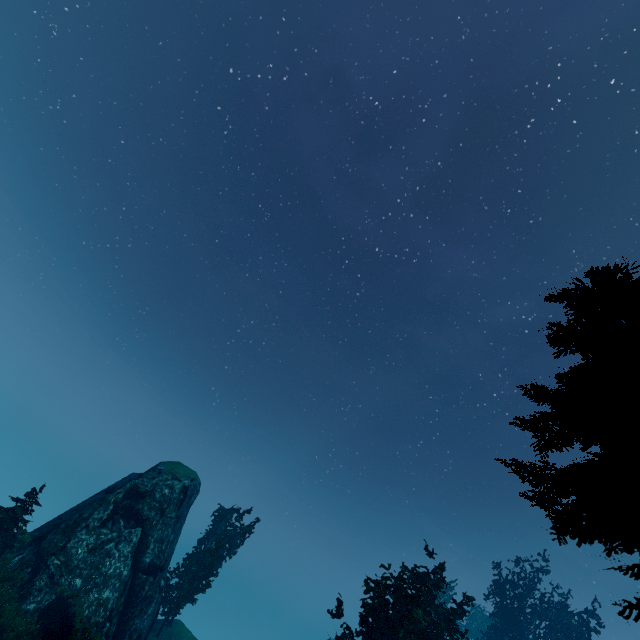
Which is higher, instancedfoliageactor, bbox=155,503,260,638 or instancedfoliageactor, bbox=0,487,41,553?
instancedfoliageactor, bbox=155,503,260,638

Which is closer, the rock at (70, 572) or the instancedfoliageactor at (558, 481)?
the instancedfoliageactor at (558, 481)

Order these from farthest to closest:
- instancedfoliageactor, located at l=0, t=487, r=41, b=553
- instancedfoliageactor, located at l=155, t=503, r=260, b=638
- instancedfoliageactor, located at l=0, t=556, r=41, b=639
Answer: instancedfoliageactor, located at l=155, t=503, r=260, b=638 → instancedfoliageactor, located at l=0, t=487, r=41, b=553 → instancedfoliageactor, located at l=0, t=556, r=41, b=639

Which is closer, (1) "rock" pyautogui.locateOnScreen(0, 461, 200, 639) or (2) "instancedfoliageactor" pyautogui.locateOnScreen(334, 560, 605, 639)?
(1) "rock" pyautogui.locateOnScreen(0, 461, 200, 639)

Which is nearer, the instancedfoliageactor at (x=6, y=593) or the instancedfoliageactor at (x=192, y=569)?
the instancedfoliageactor at (x=6, y=593)

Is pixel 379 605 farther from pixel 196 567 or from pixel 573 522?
pixel 196 567
